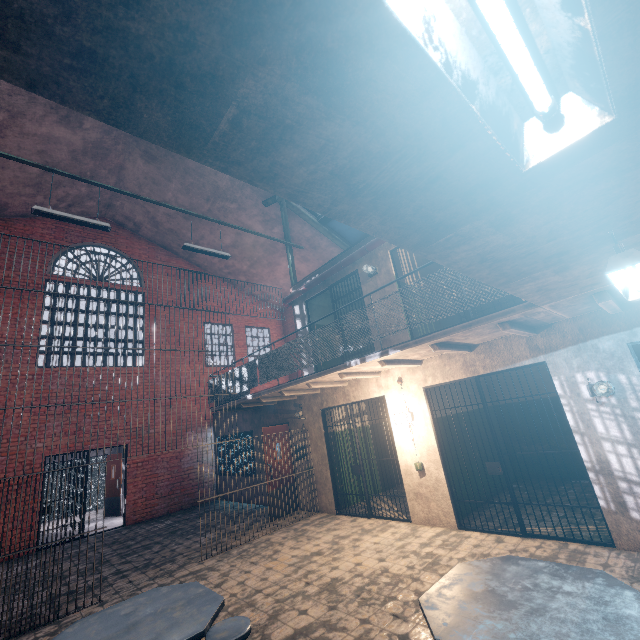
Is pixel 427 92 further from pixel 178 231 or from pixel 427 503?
pixel 178 231

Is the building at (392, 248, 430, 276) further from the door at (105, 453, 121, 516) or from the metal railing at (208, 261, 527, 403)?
the door at (105, 453, 121, 516)

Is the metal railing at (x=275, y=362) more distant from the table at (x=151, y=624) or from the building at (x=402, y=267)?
the table at (x=151, y=624)

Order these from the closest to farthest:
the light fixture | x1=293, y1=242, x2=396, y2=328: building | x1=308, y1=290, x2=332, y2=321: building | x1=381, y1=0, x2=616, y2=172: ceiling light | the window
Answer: x1=381, y1=0, x2=616, y2=172: ceiling light < the light fixture < x1=293, y1=242, x2=396, y2=328: building < x1=308, y1=290, x2=332, y2=321: building < the window

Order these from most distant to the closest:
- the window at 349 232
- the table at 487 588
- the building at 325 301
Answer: the window at 349 232, the building at 325 301, the table at 487 588

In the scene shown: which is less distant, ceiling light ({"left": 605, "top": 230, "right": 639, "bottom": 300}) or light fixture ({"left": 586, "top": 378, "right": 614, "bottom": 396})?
ceiling light ({"left": 605, "top": 230, "right": 639, "bottom": 300})

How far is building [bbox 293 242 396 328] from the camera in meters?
7.0 m

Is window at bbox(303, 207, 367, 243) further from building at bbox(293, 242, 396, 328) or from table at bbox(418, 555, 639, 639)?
table at bbox(418, 555, 639, 639)
